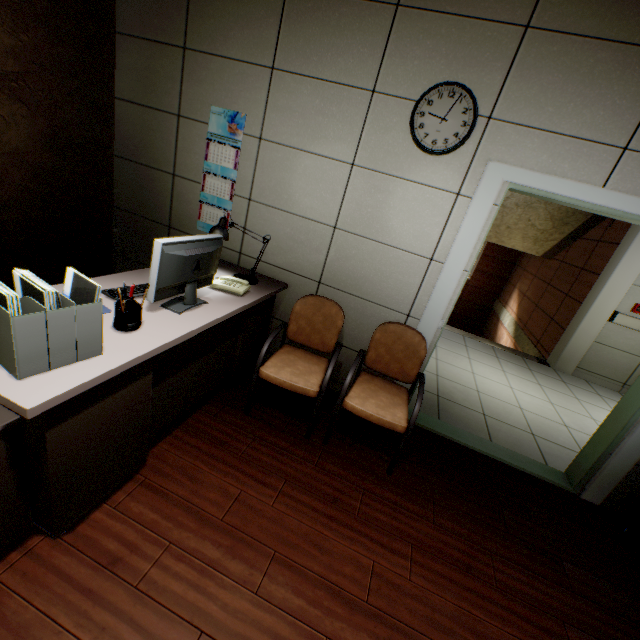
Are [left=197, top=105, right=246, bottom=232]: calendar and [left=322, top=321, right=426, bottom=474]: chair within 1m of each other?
A: no

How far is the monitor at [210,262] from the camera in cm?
163

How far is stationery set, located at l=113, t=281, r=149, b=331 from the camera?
1.5m

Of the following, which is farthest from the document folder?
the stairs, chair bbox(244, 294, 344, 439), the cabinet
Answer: the stairs

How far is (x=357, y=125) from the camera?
2.4m

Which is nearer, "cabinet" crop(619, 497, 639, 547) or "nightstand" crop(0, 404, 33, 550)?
"nightstand" crop(0, 404, 33, 550)

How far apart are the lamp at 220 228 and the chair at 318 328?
0.7 meters

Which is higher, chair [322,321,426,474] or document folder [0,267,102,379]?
document folder [0,267,102,379]
